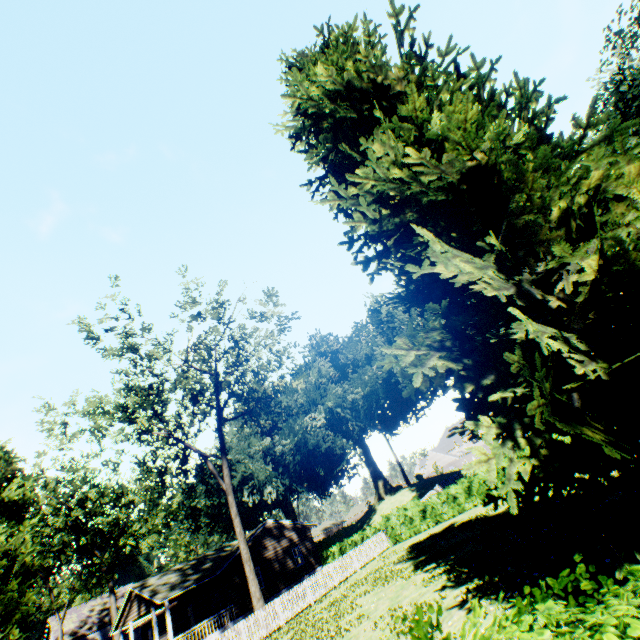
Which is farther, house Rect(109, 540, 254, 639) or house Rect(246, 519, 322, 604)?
house Rect(246, 519, 322, 604)

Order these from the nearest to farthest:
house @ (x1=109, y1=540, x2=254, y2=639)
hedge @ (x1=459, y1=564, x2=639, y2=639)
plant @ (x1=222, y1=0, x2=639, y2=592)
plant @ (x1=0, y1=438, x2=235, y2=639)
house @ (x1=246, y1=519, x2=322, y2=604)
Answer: hedge @ (x1=459, y1=564, x2=639, y2=639) < plant @ (x1=222, y1=0, x2=639, y2=592) < plant @ (x1=0, y1=438, x2=235, y2=639) < house @ (x1=109, y1=540, x2=254, y2=639) < house @ (x1=246, y1=519, x2=322, y2=604)

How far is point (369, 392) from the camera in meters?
47.8 m

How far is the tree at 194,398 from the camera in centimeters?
2136cm

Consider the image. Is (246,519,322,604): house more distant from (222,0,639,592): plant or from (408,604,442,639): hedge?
(408,604,442,639): hedge

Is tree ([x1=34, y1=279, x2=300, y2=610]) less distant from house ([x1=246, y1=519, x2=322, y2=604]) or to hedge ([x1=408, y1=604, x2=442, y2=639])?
house ([x1=246, y1=519, x2=322, y2=604])

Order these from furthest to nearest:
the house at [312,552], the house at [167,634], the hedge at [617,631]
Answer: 1. the house at [312,552]
2. the house at [167,634]
3. the hedge at [617,631]

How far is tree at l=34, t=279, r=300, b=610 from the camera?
21.4m
